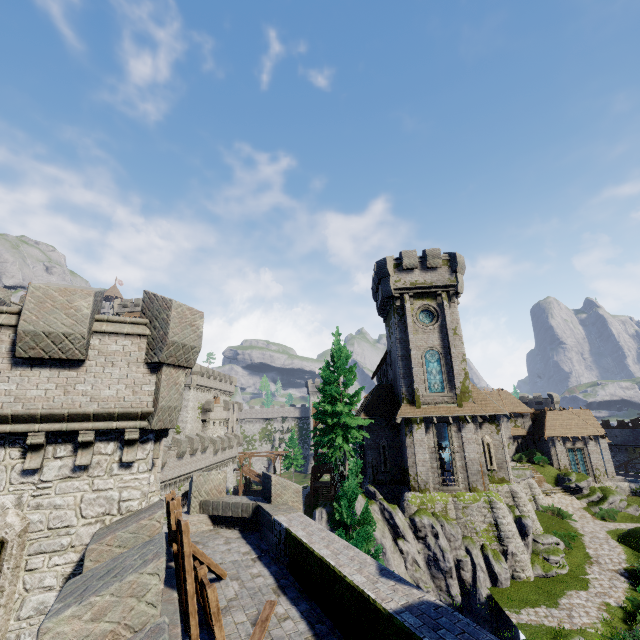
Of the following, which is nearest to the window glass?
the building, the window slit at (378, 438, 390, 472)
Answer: the building

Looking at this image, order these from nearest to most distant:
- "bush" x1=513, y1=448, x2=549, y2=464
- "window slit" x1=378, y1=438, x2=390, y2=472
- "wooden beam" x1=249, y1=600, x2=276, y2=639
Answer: "wooden beam" x1=249, y1=600, x2=276, y2=639 < "window slit" x1=378, y1=438, x2=390, y2=472 < "bush" x1=513, y1=448, x2=549, y2=464

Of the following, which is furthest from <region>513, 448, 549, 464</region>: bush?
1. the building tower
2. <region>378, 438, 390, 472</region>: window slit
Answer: the building tower

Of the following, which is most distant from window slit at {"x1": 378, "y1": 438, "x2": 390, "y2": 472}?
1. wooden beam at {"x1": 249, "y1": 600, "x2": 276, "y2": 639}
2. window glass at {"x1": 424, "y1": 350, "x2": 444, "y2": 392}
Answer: wooden beam at {"x1": 249, "y1": 600, "x2": 276, "y2": 639}

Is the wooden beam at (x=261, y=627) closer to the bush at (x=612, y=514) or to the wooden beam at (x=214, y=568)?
the wooden beam at (x=214, y=568)

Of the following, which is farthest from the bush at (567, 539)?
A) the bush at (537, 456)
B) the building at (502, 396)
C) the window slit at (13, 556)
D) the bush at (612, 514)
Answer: the window slit at (13, 556)

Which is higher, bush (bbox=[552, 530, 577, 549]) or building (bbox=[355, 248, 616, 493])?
building (bbox=[355, 248, 616, 493])

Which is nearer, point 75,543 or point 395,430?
point 75,543
